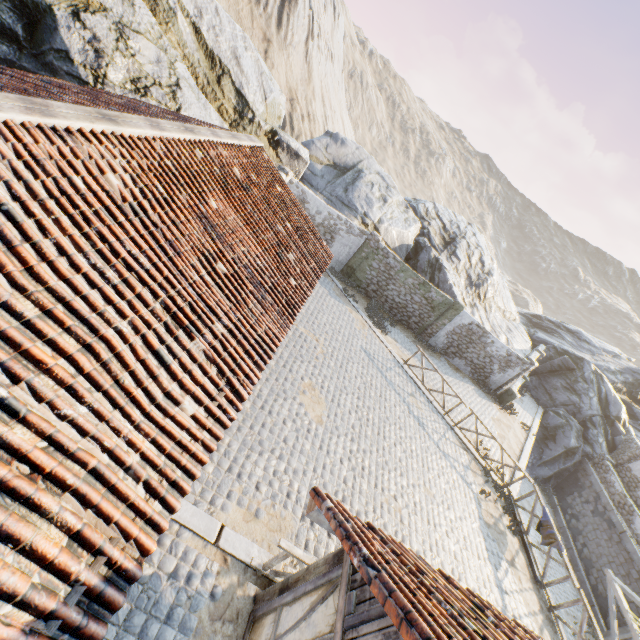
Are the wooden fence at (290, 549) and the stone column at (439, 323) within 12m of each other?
no

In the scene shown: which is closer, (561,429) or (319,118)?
(561,429)

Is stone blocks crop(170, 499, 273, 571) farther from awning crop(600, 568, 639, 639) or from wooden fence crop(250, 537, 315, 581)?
awning crop(600, 568, 639, 639)

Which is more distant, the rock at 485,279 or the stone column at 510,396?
the stone column at 510,396

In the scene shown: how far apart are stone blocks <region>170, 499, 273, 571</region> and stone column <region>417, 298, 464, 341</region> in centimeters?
1490cm

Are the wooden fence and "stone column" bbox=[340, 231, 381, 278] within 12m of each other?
no

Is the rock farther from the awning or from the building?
the awning

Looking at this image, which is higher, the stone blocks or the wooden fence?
the wooden fence
